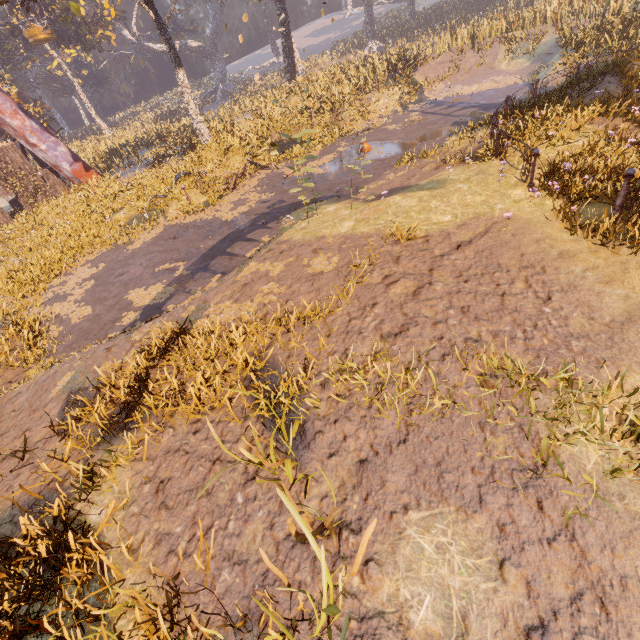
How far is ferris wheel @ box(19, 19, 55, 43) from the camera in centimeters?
2058cm

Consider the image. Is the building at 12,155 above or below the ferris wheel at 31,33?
below

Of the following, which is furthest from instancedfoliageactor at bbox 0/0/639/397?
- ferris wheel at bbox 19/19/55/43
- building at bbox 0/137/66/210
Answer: building at bbox 0/137/66/210

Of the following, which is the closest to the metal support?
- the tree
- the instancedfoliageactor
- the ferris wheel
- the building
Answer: the ferris wheel

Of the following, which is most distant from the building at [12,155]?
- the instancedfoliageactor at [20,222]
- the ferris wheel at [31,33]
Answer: the instancedfoliageactor at [20,222]

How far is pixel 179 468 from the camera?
4.19m

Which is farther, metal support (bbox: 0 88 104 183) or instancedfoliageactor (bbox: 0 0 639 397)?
metal support (bbox: 0 88 104 183)

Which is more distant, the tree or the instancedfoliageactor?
the tree
